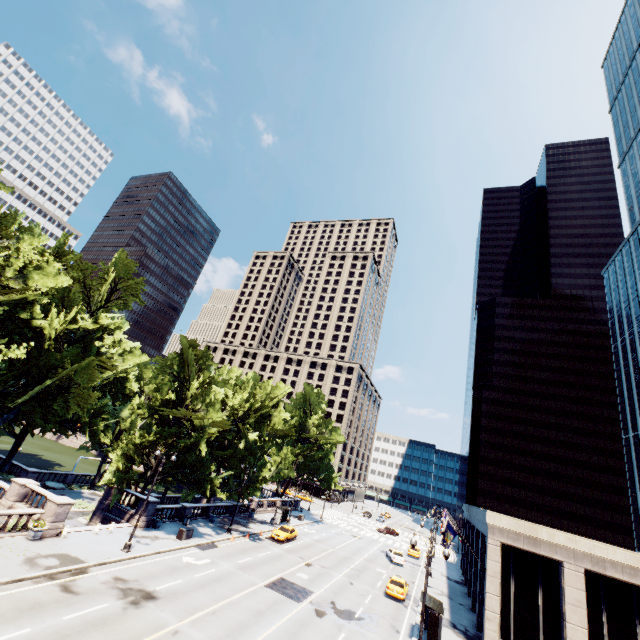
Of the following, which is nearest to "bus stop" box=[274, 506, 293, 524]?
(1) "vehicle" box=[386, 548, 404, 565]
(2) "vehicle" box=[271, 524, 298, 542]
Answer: (2) "vehicle" box=[271, 524, 298, 542]

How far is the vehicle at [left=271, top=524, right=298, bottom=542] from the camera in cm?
3995

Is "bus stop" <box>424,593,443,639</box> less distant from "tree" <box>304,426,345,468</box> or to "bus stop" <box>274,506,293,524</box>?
"tree" <box>304,426,345,468</box>

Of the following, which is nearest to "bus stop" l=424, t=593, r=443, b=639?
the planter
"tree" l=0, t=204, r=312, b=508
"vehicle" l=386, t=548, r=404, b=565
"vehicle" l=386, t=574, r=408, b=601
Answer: "vehicle" l=386, t=574, r=408, b=601

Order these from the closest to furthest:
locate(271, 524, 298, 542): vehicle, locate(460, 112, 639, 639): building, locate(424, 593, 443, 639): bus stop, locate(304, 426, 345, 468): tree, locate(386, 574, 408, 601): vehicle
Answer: locate(424, 593, 443, 639): bus stop < locate(460, 112, 639, 639): building < locate(386, 574, 408, 601): vehicle < locate(271, 524, 298, 542): vehicle < locate(304, 426, 345, 468): tree

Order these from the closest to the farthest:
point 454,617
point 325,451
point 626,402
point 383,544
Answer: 1. point 454,617
2. point 626,402
3. point 383,544
4. point 325,451

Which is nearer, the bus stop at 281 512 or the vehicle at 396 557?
the vehicle at 396 557

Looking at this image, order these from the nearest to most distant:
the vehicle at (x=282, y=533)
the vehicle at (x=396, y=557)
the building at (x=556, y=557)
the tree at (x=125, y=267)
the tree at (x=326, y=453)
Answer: the building at (x=556, y=557) < the tree at (x=125, y=267) < the vehicle at (x=282, y=533) < the vehicle at (x=396, y=557) < the tree at (x=326, y=453)
